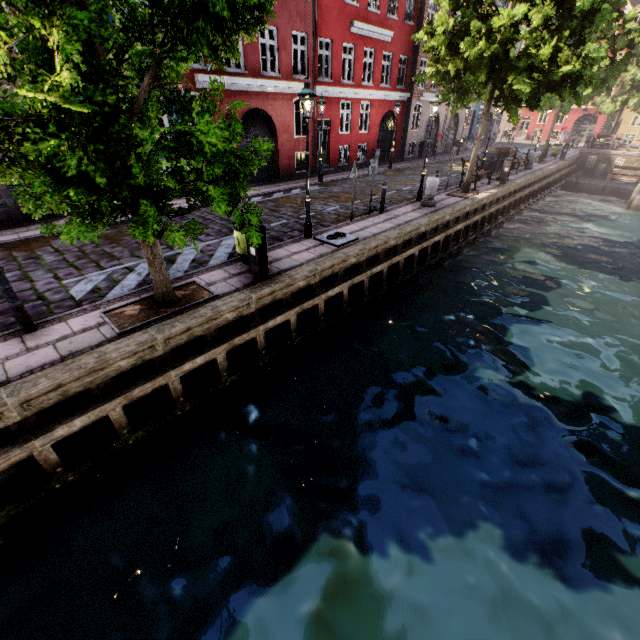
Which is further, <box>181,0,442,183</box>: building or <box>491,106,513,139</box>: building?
<box>491,106,513,139</box>: building

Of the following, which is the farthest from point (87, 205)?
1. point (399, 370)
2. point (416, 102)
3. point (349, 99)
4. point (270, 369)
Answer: point (416, 102)

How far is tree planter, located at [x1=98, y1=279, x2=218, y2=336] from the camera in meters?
5.9

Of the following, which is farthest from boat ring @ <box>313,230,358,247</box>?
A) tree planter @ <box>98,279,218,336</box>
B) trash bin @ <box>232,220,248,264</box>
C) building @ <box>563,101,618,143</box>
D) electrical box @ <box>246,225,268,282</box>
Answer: building @ <box>563,101,618,143</box>

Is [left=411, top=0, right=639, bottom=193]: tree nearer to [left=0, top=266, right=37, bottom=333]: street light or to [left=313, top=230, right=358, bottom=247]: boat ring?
[left=0, top=266, right=37, bottom=333]: street light

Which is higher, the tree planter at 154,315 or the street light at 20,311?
the street light at 20,311

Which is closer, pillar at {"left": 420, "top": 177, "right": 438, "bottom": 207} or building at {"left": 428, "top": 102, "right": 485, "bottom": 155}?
pillar at {"left": 420, "top": 177, "right": 438, "bottom": 207}

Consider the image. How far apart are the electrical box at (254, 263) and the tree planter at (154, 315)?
1.0 meters
